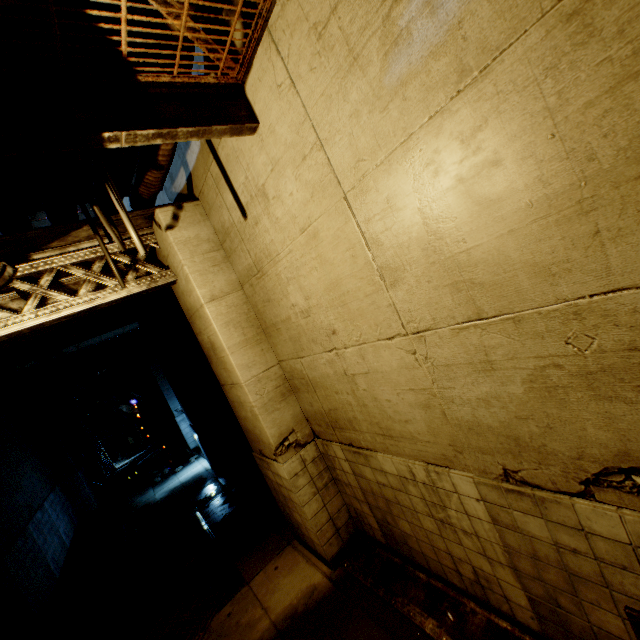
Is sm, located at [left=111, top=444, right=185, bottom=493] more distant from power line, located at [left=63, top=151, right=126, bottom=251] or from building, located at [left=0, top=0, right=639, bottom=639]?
power line, located at [left=63, top=151, right=126, bottom=251]

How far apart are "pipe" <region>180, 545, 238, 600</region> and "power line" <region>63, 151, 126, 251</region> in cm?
596

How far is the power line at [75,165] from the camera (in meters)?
2.77

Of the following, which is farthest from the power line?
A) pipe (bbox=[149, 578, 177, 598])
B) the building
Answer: pipe (bbox=[149, 578, 177, 598])

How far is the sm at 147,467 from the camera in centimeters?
1396cm

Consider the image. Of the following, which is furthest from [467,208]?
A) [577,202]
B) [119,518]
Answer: [119,518]

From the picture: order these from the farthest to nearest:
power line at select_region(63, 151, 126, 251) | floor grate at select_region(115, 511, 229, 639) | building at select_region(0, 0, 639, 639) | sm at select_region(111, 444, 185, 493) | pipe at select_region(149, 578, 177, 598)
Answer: sm at select_region(111, 444, 185, 493), pipe at select_region(149, 578, 177, 598), floor grate at select_region(115, 511, 229, 639), power line at select_region(63, 151, 126, 251), building at select_region(0, 0, 639, 639)

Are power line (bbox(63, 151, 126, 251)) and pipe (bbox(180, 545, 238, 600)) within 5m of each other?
no
